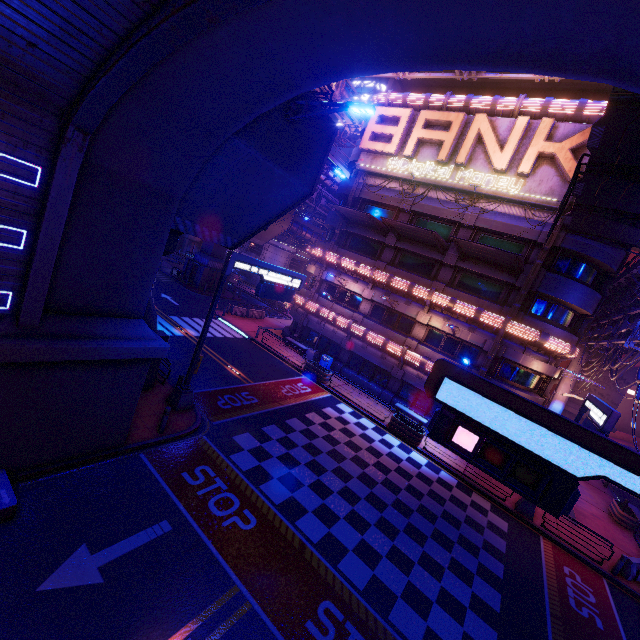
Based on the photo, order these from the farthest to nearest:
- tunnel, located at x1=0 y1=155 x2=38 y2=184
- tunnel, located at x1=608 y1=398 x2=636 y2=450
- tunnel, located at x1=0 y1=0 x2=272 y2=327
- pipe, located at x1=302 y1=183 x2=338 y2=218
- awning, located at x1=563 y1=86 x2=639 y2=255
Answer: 1. tunnel, located at x1=608 y1=398 x2=636 y2=450
2. pipe, located at x1=302 y1=183 x2=338 y2=218
3. awning, located at x1=563 y1=86 x2=639 y2=255
4. tunnel, located at x1=0 y1=155 x2=38 y2=184
5. tunnel, located at x1=0 y1=0 x2=272 y2=327

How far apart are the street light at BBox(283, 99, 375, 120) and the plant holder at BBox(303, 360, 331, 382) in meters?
16.9

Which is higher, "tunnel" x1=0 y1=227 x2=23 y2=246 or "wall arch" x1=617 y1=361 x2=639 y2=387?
"wall arch" x1=617 y1=361 x2=639 y2=387

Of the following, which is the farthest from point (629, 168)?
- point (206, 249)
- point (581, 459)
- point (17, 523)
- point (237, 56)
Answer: point (206, 249)

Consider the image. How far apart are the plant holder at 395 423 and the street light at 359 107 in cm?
1716

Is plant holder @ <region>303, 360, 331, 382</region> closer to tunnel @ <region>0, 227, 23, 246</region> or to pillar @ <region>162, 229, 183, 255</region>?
pillar @ <region>162, 229, 183, 255</region>

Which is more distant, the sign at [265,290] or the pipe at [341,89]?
the pipe at [341,89]

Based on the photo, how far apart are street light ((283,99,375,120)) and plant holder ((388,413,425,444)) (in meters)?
17.16
